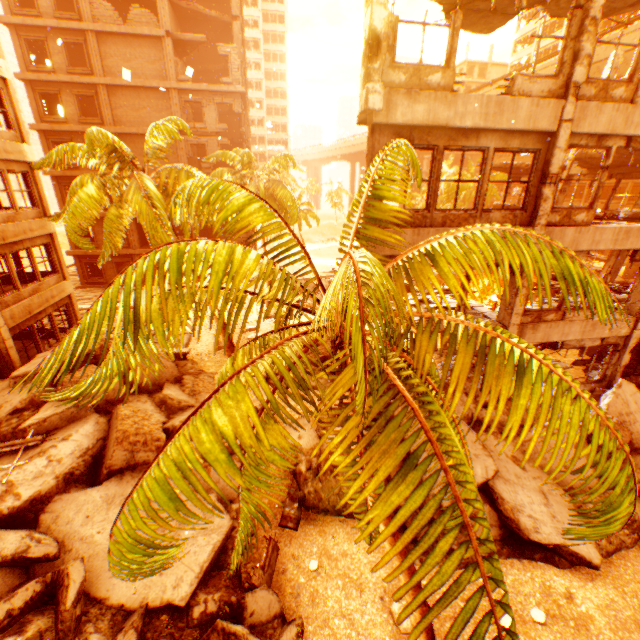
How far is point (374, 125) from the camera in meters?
7.4

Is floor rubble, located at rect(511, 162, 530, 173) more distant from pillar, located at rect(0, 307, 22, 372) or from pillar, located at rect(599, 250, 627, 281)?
pillar, located at rect(0, 307, 22, 372)

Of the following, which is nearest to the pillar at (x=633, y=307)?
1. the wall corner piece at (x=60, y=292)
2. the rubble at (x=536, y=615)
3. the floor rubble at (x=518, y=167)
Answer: the floor rubble at (x=518, y=167)

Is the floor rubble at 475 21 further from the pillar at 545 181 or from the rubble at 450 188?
the rubble at 450 188

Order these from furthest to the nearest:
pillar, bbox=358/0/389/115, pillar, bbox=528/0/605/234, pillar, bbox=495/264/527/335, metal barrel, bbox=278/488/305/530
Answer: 1. pillar, bbox=495/264/527/335
2. metal barrel, bbox=278/488/305/530
3. pillar, bbox=528/0/605/234
4. pillar, bbox=358/0/389/115

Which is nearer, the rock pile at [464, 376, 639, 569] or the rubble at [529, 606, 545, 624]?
the rubble at [529, 606, 545, 624]

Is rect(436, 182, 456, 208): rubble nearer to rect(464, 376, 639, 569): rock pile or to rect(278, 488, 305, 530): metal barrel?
rect(464, 376, 639, 569): rock pile

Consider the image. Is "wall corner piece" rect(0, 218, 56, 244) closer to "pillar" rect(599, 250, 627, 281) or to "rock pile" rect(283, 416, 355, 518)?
"rock pile" rect(283, 416, 355, 518)
